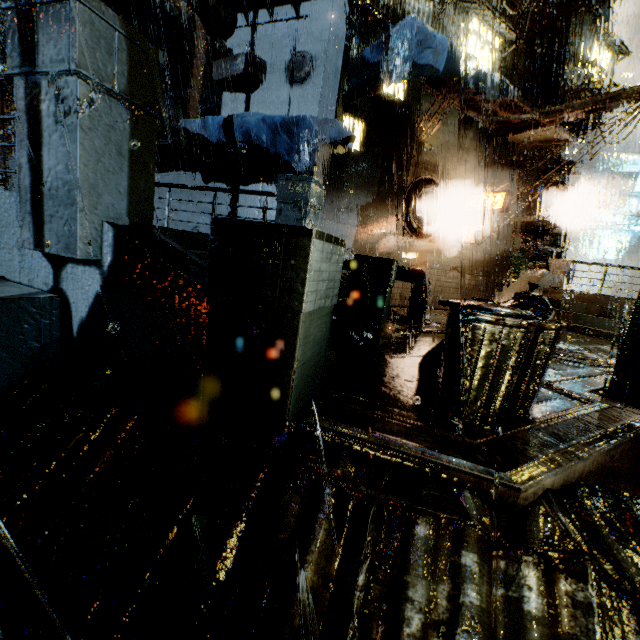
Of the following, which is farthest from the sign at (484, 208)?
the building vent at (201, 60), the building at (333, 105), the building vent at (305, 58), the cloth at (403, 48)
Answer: the building vent at (201, 60)

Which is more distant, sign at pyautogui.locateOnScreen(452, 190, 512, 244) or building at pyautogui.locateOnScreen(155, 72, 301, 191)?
sign at pyautogui.locateOnScreen(452, 190, 512, 244)

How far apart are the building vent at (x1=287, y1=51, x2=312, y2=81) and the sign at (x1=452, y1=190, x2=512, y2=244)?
8.35m

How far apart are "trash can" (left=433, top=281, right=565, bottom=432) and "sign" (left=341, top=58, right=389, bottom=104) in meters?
8.7 m

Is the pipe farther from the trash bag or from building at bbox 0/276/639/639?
the trash bag

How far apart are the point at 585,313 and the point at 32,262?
15.81m

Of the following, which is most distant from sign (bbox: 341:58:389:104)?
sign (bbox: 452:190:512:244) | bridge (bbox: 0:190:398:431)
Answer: sign (bbox: 452:190:512:244)

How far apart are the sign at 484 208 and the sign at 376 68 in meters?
6.8 m
